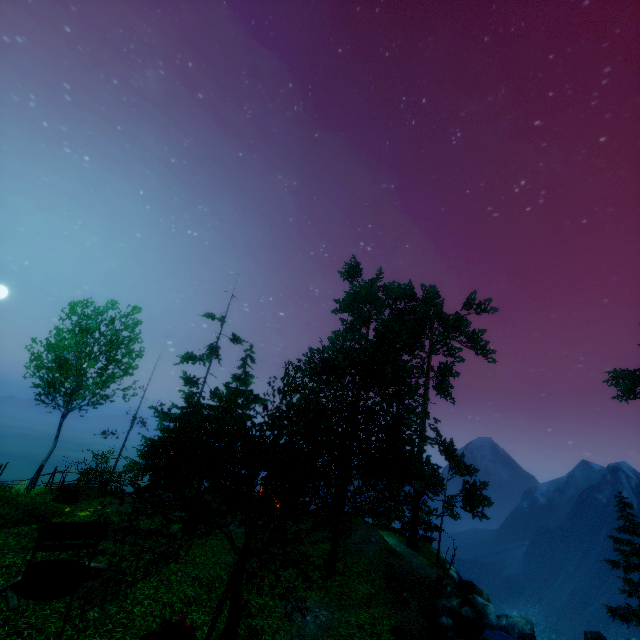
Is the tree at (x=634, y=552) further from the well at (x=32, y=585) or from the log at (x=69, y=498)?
the log at (x=69, y=498)

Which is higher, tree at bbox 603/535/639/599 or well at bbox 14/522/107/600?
tree at bbox 603/535/639/599

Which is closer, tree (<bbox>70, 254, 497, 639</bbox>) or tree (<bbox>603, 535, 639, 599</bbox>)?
tree (<bbox>70, 254, 497, 639</bbox>)

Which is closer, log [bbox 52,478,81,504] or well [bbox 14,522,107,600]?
well [bbox 14,522,107,600]

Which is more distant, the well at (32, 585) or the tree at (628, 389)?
the tree at (628, 389)

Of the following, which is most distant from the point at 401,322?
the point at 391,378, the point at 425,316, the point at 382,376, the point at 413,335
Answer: the point at 382,376

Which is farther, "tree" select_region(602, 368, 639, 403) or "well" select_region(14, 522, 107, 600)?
"tree" select_region(602, 368, 639, 403)
